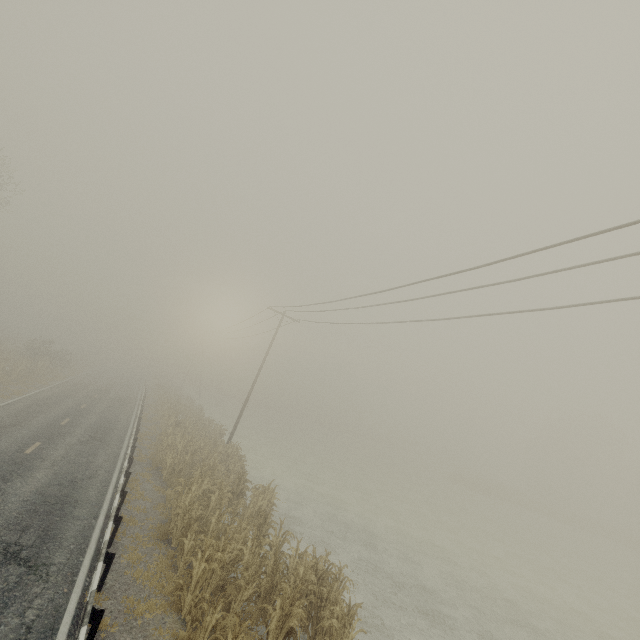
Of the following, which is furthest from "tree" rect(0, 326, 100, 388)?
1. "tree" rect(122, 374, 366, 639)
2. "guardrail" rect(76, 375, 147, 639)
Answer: "tree" rect(122, 374, 366, 639)

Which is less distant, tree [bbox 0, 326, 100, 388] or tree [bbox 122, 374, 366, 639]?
tree [bbox 122, 374, 366, 639]

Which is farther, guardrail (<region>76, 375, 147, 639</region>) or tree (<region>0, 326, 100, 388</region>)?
tree (<region>0, 326, 100, 388</region>)

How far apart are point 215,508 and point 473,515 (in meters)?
33.27

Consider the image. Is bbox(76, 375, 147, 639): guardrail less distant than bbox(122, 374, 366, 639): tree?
Yes

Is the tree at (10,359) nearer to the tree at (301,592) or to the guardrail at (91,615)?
the guardrail at (91,615)

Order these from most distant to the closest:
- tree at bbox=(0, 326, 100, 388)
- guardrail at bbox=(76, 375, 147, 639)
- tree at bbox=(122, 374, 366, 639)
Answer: tree at bbox=(0, 326, 100, 388), tree at bbox=(122, 374, 366, 639), guardrail at bbox=(76, 375, 147, 639)
